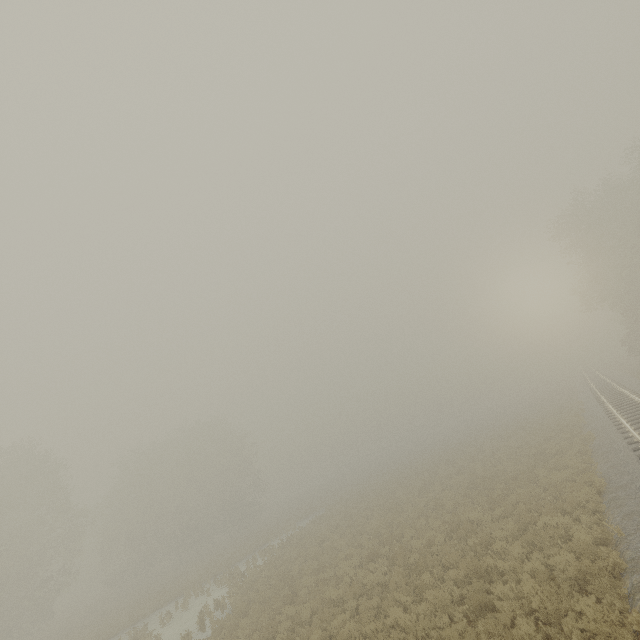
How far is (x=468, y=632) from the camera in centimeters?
789cm
